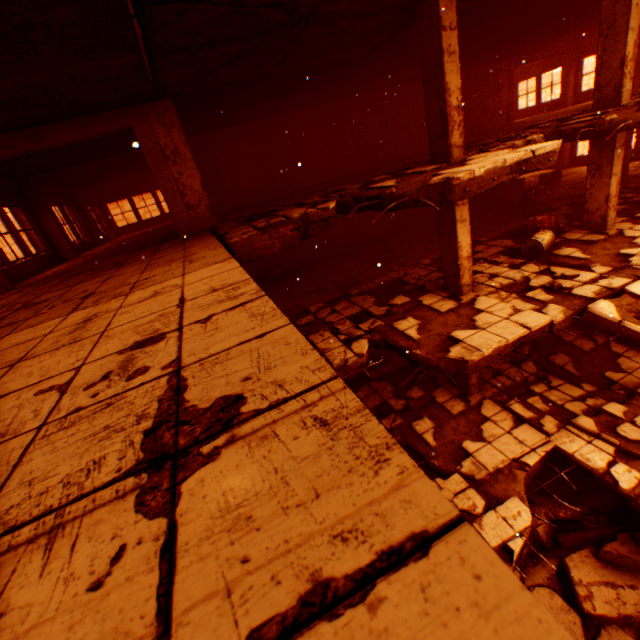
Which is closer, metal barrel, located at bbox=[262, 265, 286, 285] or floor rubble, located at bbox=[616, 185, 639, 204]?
floor rubble, located at bbox=[616, 185, 639, 204]

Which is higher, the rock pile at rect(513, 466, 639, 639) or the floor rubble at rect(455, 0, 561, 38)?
the floor rubble at rect(455, 0, 561, 38)

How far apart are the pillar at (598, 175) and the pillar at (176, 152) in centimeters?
972cm

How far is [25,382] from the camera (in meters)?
1.79

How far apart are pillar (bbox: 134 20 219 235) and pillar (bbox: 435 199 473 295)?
5.0 meters

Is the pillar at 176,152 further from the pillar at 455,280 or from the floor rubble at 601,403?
the pillar at 455,280

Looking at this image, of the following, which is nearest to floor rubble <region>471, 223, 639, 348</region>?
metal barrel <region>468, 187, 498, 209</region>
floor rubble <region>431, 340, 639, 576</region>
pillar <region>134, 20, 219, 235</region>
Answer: pillar <region>134, 20, 219, 235</region>

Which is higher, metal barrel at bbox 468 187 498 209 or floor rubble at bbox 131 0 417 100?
floor rubble at bbox 131 0 417 100
